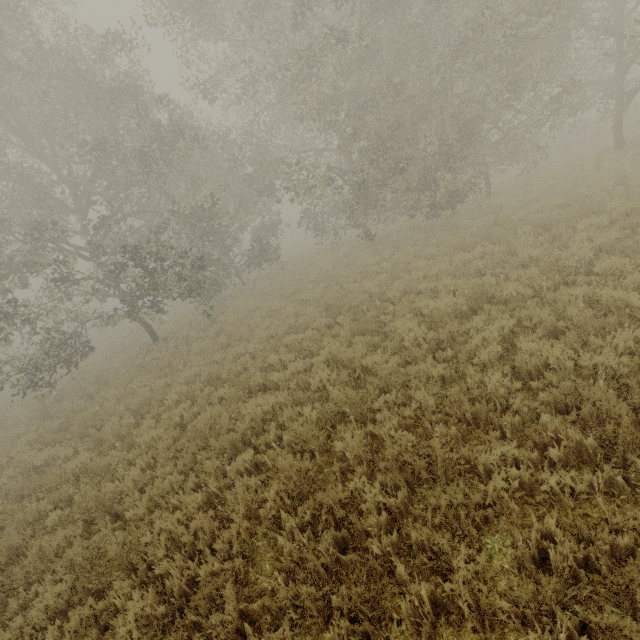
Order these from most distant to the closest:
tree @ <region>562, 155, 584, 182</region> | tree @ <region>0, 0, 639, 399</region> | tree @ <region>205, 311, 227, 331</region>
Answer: tree @ <region>205, 311, 227, 331</region> → tree @ <region>562, 155, 584, 182</region> → tree @ <region>0, 0, 639, 399</region>

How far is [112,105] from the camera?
12.1m

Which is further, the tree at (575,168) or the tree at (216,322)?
the tree at (216,322)

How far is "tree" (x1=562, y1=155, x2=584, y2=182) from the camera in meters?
14.0

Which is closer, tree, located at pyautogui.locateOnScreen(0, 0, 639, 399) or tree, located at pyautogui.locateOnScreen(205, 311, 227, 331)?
tree, located at pyautogui.locateOnScreen(0, 0, 639, 399)

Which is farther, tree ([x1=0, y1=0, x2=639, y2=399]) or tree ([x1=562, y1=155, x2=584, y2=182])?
tree ([x1=562, y1=155, x2=584, y2=182])

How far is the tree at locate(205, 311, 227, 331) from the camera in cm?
1505

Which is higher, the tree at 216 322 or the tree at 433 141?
the tree at 433 141
